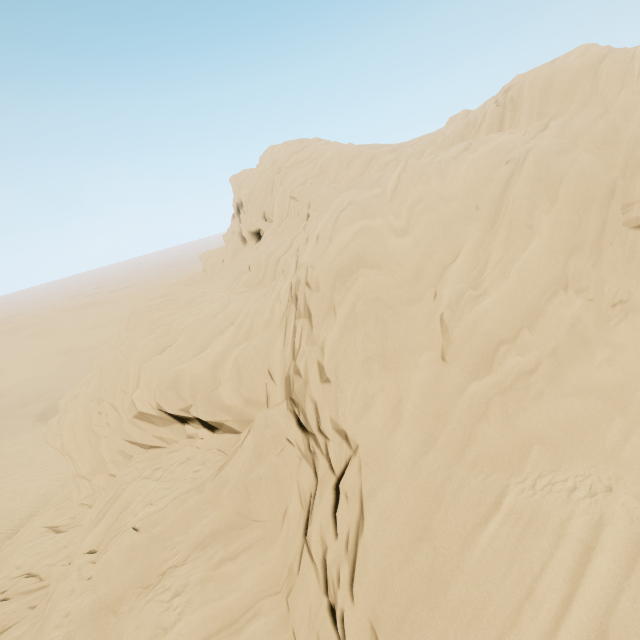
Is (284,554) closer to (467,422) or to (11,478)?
(467,422)
